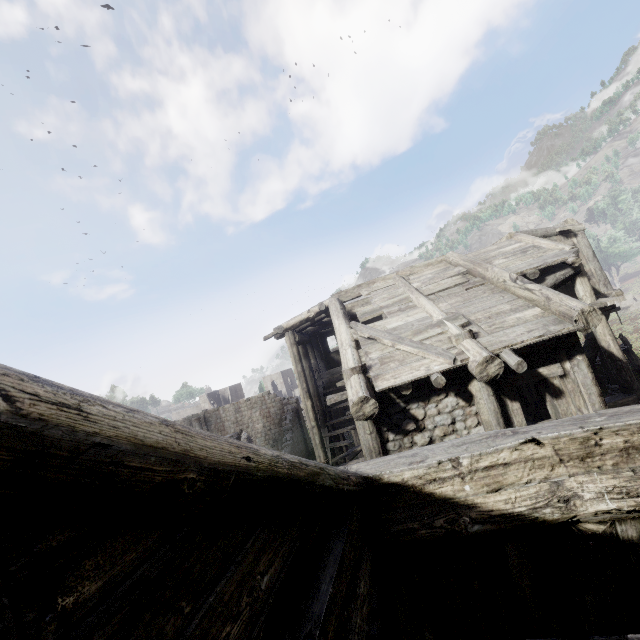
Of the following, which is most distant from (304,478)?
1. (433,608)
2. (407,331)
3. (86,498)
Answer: (407,331)

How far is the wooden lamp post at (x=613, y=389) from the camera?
15.05m

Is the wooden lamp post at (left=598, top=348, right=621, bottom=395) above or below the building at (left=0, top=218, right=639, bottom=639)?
below

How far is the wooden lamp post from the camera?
15.1m

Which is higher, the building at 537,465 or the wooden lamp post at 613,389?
the building at 537,465

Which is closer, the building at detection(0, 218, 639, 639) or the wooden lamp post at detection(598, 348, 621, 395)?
the building at detection(0, 218, 639, 639)
